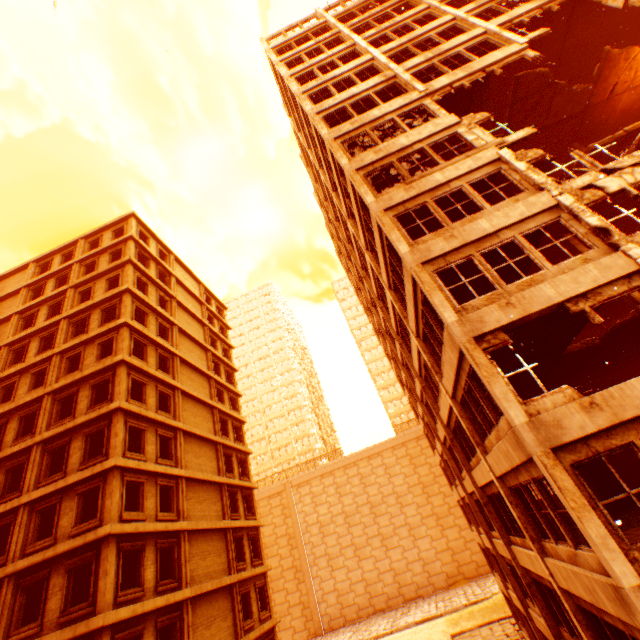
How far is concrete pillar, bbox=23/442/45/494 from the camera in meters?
16.5 m

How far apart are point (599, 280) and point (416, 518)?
45.84m

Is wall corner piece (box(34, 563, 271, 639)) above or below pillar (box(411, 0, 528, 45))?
below

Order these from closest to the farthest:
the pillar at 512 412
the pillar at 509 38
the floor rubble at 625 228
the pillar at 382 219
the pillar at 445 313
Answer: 1. the pillar at 512 412
2. the pillar at 445 313
3. the pillar at 382 219
4. the pillar at 509 38
5. the floor rubble at 625 228

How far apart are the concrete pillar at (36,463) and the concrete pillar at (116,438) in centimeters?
431cm

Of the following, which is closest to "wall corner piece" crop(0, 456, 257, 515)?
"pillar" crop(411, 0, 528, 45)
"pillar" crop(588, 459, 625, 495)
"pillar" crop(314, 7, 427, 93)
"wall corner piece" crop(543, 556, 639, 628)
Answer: "pillar" crop(314, 7, 427, 93)

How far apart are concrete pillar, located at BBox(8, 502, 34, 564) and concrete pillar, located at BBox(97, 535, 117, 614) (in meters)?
4.39

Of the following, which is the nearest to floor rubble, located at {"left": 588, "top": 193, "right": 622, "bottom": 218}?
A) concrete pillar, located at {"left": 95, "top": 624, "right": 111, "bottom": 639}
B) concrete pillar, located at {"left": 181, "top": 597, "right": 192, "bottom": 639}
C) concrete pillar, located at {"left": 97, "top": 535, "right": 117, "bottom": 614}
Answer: concrete pillar, located at {"left": 95, "top": 624, "right": 111, "bottom": 639}
